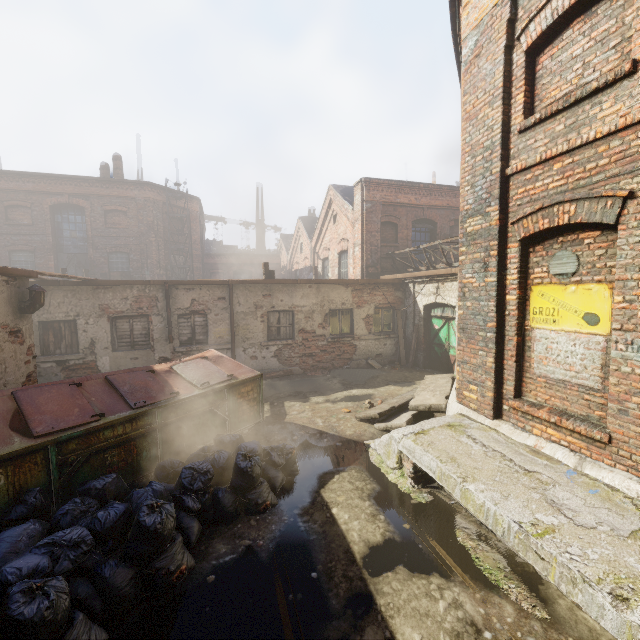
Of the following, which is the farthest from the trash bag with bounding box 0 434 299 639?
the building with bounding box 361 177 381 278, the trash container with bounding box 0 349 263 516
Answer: the building with bounding box 361 177 381 278

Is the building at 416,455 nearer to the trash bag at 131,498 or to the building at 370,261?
the trash bag at 131,498

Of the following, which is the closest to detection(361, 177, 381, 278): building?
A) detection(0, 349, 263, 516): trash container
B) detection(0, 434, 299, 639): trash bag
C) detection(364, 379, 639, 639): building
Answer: detection(364, 379, 639, 639): building

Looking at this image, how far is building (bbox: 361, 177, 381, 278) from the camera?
14.8m

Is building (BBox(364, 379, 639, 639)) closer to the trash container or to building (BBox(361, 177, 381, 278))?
the trash container

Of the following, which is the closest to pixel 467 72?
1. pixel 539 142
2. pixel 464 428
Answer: pixel 539 142

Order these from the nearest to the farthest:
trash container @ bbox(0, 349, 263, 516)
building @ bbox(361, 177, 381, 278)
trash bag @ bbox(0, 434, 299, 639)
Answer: trash bag @ bbox(0, 434, 299, 639) < trash container @ bbox(0, 349, 263, 516) < building @ bbox(361, 177, 381, 278)

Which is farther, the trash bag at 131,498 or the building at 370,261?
the building at 370,261
